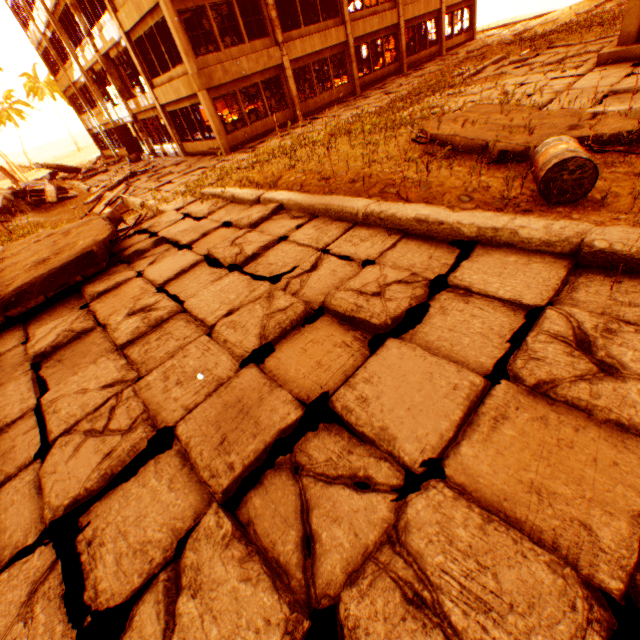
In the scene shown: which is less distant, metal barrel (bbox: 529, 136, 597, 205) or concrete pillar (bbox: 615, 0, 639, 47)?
metal barrel (bbox: 529, 136, 597, 205)

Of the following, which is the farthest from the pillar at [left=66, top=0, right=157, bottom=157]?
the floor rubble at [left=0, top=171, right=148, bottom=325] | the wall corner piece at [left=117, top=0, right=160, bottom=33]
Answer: the floor rubble at [left=0, top=171, right=148, bottom=325]

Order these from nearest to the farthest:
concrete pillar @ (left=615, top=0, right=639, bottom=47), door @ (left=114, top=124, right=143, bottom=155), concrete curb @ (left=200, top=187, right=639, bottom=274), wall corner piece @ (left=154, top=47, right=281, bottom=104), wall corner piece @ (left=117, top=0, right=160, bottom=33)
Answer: concrete curb @ (left=200, top=187, right=639, bottom=274) → concrete pillar @ (left=615, top=0, right=639, bottom=47) → wall corner piece @ (left=117, top=0, right=160, bottom=33) → wall corner piece @ (left=154, top=47, right=281, bottom=104) → door @ (left=114, top=124, right=143, bottom=155)

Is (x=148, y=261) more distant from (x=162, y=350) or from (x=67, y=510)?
(x=67, y=510)

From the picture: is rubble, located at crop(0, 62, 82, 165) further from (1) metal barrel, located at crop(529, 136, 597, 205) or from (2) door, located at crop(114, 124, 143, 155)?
(1) metal barrel, located at crop(529, 136, 597, 205)

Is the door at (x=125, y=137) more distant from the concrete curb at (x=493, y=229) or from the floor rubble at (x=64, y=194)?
the concrete curb at (x=493, y=229)

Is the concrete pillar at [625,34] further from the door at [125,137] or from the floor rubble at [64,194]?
the door at [125,137]

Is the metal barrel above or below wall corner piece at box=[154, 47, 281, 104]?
below
